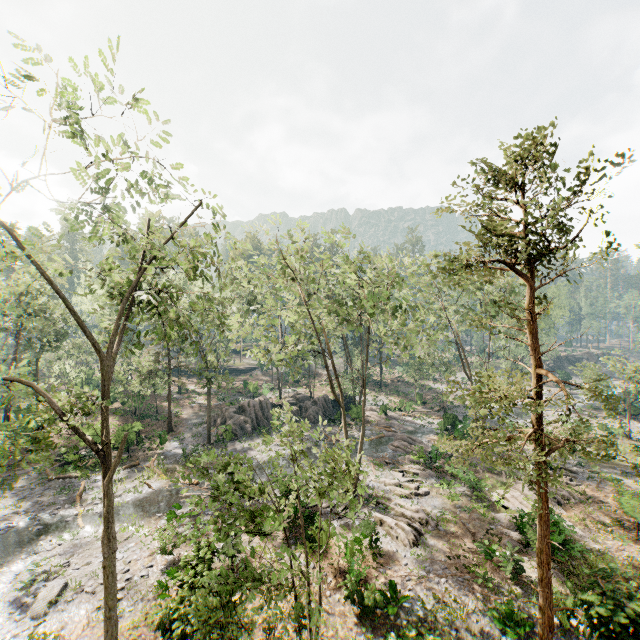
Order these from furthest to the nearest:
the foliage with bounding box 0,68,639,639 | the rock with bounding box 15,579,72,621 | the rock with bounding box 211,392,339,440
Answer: the rock with bounding box 211,392,339,440 → the rock with bounding box 15,579,72,621 → the foliage with bounding box 0,68,639,639

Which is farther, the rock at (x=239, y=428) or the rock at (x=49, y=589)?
the rock at (x=239, y=428)

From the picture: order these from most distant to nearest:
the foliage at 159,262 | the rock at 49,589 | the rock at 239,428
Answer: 1. the rock at 239,428
2. the rock at 49,589
3. the foliage at 159,262

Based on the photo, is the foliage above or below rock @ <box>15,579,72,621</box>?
above

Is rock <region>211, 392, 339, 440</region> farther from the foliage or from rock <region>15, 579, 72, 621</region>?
rock <region>15, 579, 72, 621</region>

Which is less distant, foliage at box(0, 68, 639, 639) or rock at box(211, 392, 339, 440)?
foliage at box(0, 68, 639, 639)

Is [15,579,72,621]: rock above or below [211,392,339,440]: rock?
below

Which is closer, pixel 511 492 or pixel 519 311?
pixel 511 492
